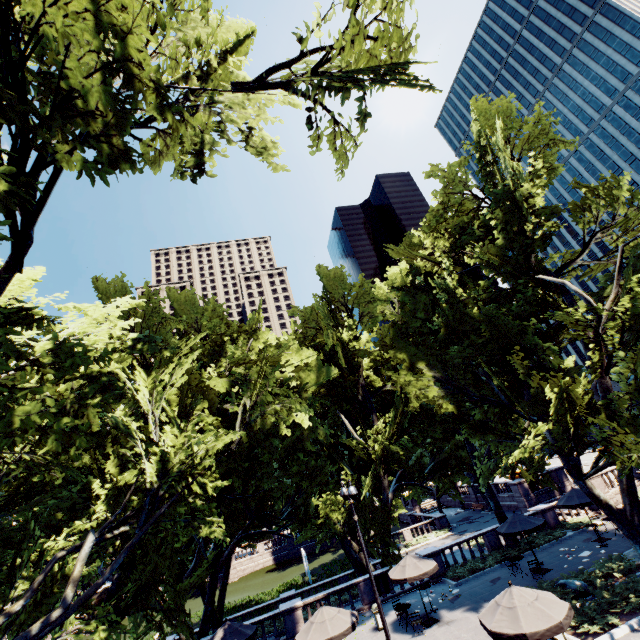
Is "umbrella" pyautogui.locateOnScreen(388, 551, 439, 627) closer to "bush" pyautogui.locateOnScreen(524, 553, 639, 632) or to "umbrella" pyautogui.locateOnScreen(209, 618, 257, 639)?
"bush" pyautogui.locateOnScreen(524, 553, 639, 632)

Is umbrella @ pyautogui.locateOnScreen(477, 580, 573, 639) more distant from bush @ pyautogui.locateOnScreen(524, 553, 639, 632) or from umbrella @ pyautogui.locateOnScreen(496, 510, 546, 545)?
umbrella @ pyautogui.locateOnScreen(496, 510, 546, 545)

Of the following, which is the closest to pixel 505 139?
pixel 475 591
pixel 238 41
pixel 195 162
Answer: pixel 238 41

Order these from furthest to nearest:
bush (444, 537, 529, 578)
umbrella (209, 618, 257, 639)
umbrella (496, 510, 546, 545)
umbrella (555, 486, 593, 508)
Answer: bush (444, 537, 529, 578), umbrella (555, 486, 593, 508), umbrella (496, 510, 546, 545), umbrella (209, 618, 257, 639)

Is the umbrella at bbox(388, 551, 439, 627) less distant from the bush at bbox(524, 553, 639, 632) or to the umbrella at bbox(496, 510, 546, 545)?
the bush at bbox(524, 553, 639, 632)

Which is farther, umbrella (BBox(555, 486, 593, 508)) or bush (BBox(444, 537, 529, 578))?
bush (BBox(444, 537, 529, 578))

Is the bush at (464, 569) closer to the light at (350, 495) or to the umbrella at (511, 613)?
the light at (350, 495)

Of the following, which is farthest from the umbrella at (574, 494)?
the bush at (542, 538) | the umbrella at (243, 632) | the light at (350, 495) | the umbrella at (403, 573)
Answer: the umbrella at (243, 632)
